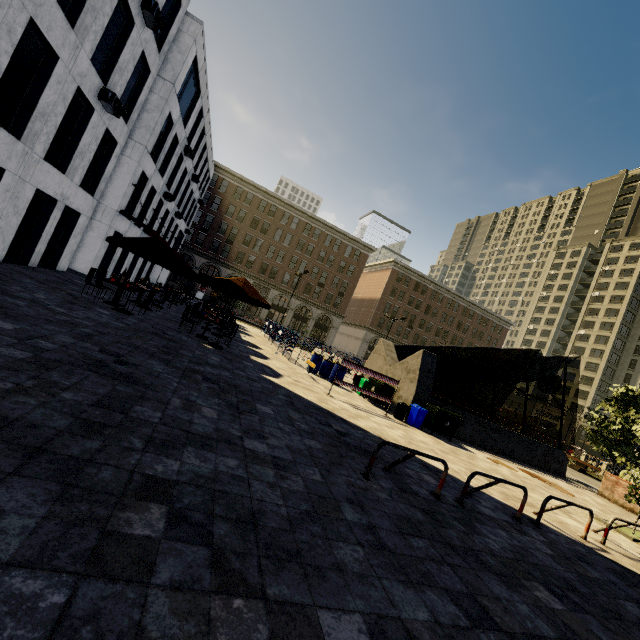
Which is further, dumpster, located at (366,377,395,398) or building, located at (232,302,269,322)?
building, located at (232,302,269,322)

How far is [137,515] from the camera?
2.67m

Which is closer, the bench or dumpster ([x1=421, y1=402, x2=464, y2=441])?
dumpster ([x1=421, y1=402, x2=464, y2=441])

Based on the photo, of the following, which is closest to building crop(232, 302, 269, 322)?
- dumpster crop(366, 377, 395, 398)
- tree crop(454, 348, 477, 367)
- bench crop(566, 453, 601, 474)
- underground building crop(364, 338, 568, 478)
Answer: tree crop(454, 348, 477, 367)

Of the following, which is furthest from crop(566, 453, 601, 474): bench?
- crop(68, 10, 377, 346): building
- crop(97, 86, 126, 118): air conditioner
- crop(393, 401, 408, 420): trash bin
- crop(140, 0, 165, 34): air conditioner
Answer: crop(140, 0, 165, 34): air conditioner

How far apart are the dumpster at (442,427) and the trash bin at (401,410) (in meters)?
0.72

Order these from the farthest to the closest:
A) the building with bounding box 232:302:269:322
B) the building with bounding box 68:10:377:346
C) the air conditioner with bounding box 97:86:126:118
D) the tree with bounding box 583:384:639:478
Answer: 1. the building with bounding box 232:302:269:322
2. the building with bounding box 68:10:377:346
3. the tree with bounding box 583:384:639:478
4. the air conditioner with bounding box 97:86:126:118

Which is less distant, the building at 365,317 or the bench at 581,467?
the bench at 581,467
